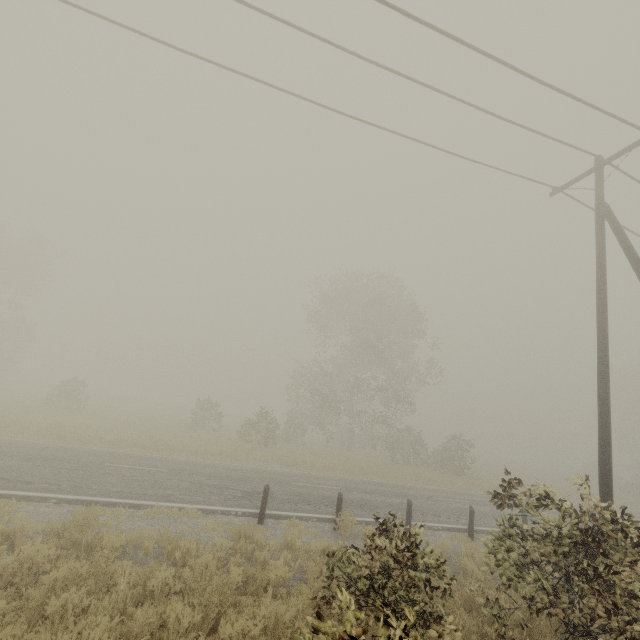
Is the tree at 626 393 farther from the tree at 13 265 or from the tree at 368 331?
the tree at 13 265

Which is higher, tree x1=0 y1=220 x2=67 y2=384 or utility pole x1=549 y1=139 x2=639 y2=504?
tree x1=0 y1=220 x2=67 y2=384

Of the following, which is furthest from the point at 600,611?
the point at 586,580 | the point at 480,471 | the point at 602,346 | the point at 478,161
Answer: the point at 480,471

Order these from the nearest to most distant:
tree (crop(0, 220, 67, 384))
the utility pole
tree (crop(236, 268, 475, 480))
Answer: the utility pole < tree (crop(236, 268, 475, 480)) < tree (crop(0, 220, 67, 384))

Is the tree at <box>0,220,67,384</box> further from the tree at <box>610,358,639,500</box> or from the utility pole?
the tree at <box>610,358,639,500</box>

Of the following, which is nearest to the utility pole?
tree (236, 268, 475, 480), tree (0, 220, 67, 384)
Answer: tree (236, 268, 475, 480)

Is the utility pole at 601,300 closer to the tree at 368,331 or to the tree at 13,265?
the tree at 368,331

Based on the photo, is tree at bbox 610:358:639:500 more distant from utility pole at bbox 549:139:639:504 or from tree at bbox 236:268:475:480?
utility pole at bbox 549:139:639:504
